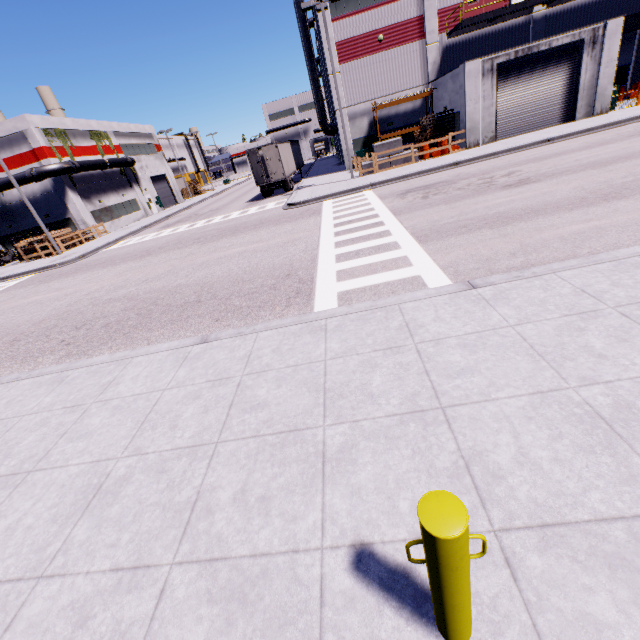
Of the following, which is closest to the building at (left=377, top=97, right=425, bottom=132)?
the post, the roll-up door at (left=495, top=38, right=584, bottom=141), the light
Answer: the roll-up door at (left=495, top=38, right=584, bottom=141)

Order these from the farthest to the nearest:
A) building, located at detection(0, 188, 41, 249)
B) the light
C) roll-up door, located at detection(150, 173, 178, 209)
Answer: roll-up door, located at detection(150, 173, 178, 209) → building, located at detection(0, 188, 41, 249) → the light

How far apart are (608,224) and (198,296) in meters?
10.3 m

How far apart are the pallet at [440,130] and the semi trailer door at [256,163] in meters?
11.6 m

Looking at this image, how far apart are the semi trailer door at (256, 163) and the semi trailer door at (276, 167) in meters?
0.5 m

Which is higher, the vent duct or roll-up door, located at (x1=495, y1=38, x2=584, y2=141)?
the vent duct

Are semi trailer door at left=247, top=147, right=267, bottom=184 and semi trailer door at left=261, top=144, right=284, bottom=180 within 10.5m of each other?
yes
